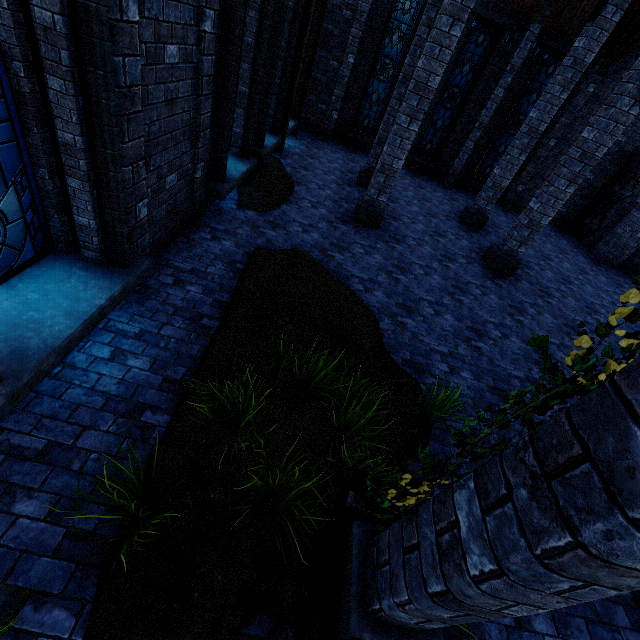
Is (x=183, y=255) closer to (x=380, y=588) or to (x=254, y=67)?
(x=254, y=67)

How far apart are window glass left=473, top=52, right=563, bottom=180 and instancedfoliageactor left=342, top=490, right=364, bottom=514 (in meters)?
16.05

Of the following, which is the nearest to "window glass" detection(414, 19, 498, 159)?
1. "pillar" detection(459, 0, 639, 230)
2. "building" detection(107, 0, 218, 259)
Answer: "building" detection(107, 0, 218, 259)

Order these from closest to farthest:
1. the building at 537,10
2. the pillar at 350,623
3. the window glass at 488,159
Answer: the pillar at 350,623, the building at 537,10, the window glass at 488,159

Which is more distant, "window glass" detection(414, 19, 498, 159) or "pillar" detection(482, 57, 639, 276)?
"window glass" detection(414, 19, 498, 159)

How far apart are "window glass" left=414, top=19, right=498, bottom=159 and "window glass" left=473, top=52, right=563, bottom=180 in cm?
184

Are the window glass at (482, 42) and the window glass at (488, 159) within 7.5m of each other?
yes

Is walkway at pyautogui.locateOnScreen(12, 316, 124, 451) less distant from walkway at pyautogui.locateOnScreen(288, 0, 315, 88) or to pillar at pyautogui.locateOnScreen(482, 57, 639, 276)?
walkway at pyautogui.locateOnScreen(288, 0, 315, 88)
